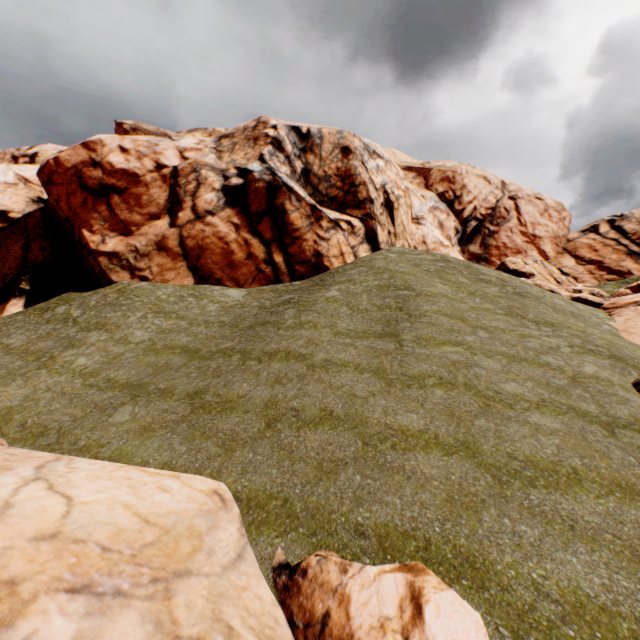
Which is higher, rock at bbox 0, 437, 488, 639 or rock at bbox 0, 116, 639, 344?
rock at bbox 0, 116, 639, 344

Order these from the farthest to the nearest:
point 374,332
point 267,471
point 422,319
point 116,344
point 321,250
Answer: point 321,250 < point 116,344 < point 422,319 < point 374,332 < point 267,471

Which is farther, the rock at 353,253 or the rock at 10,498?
the rock at 353,253

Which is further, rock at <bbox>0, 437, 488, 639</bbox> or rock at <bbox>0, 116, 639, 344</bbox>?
rock at <bbox>0, 116, 639, 344</bbox>

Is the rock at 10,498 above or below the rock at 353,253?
below
